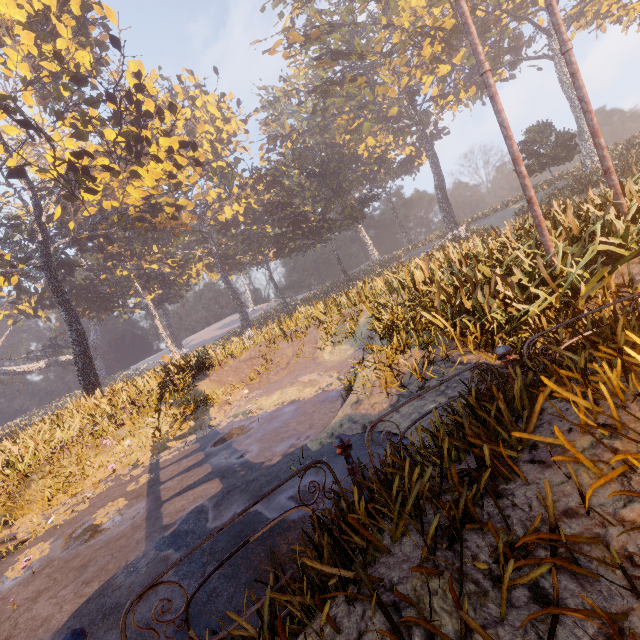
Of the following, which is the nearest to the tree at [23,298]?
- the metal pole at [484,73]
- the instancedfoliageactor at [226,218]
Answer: the instancedfoliageactor at [226,218]

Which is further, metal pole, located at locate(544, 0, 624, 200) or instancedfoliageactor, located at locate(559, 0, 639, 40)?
instancedfoliageactor, located at locate(559, 0, 639, 40)

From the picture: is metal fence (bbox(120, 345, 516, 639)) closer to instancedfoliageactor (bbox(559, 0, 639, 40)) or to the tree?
instancedfoliageactor (bbox(559, 0, 639, 40))

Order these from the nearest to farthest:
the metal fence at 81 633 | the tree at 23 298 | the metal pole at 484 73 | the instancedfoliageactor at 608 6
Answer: the metal fence at 81 633 → the metal pole at 484 73 → the instancedfoliageactor at 608 6 → the tree at 23 298

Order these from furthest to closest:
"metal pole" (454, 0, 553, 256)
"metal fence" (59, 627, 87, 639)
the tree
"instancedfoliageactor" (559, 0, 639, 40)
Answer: the tree → "instancedfoliageactor" (559, 0, 639, 40) → "metal pole" (454, 0, 553, 256) → "metal fence" (59, 627, 87, 639)

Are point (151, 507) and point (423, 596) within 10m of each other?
yes

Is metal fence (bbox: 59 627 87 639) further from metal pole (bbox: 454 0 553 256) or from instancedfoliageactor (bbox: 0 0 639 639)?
instancedfoliageactor (bbox: 0 0 639 639)

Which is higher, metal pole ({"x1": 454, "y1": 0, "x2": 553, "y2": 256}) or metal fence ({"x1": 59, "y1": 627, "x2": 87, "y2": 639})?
Answer: metal pole ({"x1": 454, "y1": 0, "x2": 553, "y2": 256})
